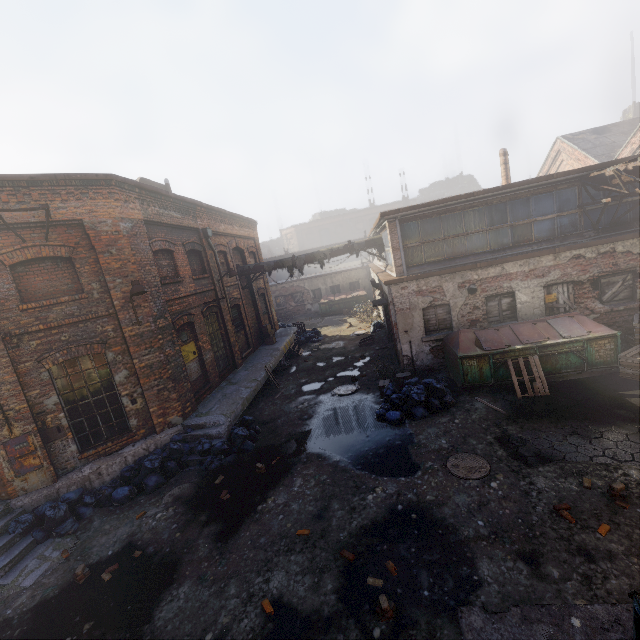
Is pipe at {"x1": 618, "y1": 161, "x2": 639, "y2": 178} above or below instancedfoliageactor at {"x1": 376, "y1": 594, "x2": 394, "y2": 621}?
above

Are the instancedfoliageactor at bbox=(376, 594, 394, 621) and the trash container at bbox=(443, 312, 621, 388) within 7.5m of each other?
yes

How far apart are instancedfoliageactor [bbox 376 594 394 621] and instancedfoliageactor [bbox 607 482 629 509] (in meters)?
4.14

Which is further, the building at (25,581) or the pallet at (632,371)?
the pallet at (632,371)

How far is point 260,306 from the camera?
19.9 meters

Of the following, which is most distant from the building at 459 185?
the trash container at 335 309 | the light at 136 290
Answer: the light at 136 290

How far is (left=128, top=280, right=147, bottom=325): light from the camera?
8.5 meters

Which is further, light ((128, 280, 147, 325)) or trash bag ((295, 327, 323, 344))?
trash bag ((295, 327, 323, 344))
